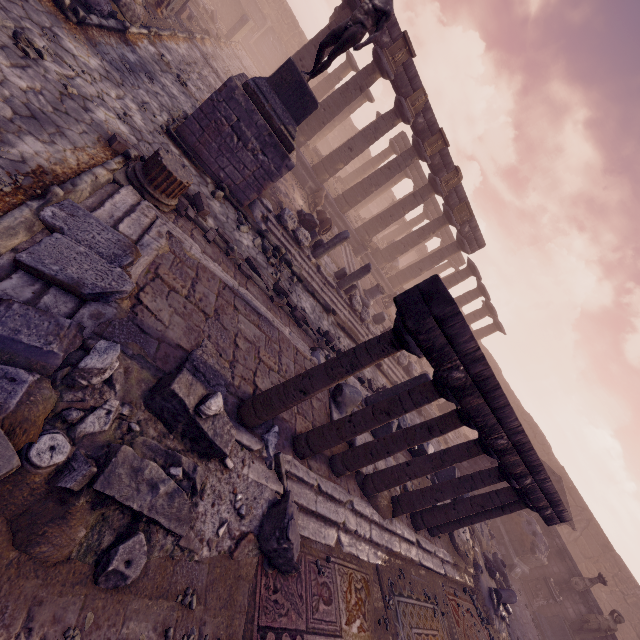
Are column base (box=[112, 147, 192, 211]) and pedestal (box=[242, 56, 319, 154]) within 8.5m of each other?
yes

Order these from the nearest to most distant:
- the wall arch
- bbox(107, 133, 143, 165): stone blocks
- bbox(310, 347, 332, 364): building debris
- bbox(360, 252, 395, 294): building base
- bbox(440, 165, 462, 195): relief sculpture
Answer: bbox(107, 133, 143, 165): stone blocks → bbox(310, 347, 332, 364): building debris → bbox(440, 165, 462, 195): relief sculpture → bbox(360, 252, 395, 294): building base → the wall arch

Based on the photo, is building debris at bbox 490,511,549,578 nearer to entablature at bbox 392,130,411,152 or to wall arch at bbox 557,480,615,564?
wall arch at bbox 557,480,615,564

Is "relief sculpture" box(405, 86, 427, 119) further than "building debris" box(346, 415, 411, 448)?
Yes

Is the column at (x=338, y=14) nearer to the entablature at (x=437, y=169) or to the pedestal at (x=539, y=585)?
the entablature at (x=437, y=169)

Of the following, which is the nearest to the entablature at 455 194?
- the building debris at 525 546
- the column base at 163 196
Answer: the column base at 163 196

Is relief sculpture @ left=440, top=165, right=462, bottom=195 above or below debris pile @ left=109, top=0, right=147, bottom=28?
above

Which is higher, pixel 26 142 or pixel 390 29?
pixel 390 29
